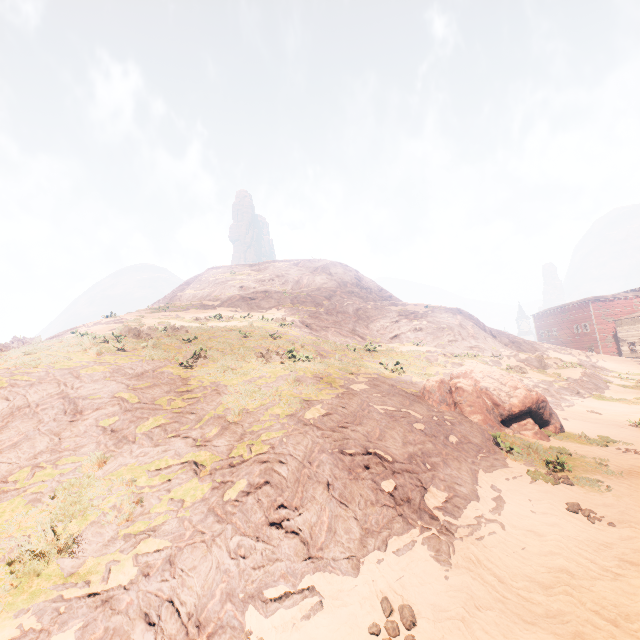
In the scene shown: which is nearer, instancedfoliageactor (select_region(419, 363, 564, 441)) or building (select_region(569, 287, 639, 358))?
instancedfoliageactor (select_region(419, 363, 564, 441))

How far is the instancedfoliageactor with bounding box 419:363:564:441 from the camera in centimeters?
1177cm

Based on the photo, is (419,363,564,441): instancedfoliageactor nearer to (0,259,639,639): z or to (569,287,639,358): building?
(0,259,639,639): z

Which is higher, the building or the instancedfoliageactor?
the building

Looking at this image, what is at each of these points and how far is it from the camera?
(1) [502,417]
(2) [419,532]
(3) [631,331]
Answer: (1) instancedfoliageactor, 11.96m
(2) z, 6.31m
(3) building, 50.72m

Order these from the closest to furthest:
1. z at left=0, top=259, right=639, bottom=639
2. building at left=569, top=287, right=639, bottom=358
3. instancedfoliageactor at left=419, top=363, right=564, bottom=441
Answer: z at left=0, top=259, right=639, bottom=639 < instancedfoliageactor at left=419, top=363, right=564, bottom=441 < building at left=569, top=287, right=639, bottom=358

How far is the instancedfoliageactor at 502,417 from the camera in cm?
1177

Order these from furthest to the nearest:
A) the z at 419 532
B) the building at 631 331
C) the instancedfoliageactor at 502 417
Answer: the building at 631 331
the instancedfoliageactor at 502 417
the z at 419 532
